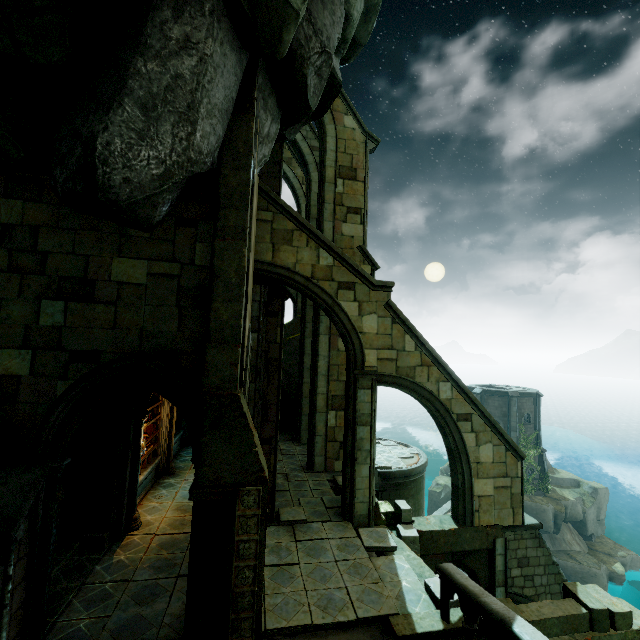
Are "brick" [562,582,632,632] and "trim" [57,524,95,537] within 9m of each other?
no

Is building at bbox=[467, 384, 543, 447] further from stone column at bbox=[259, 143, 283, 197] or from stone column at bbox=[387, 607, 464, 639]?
stone column at bbox=[259, 143, 283, 197]

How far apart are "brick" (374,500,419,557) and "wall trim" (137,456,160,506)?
7.8m

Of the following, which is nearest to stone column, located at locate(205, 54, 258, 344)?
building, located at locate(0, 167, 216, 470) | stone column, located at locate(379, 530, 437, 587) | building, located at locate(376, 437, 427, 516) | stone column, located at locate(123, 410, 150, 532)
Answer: building, located at locate(0, 167, 216, 470)

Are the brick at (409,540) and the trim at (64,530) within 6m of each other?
no

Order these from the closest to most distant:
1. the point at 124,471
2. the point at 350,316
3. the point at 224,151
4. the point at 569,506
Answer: the point at 224,151, the point at 124,471, the point at 350,316, the point at 569,506

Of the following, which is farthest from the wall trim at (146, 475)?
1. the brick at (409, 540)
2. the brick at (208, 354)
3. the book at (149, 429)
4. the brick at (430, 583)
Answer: the brick at (430, 583)

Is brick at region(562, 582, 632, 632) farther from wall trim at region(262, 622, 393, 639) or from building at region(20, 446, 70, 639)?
building at region(20, 446, 70, 639)
